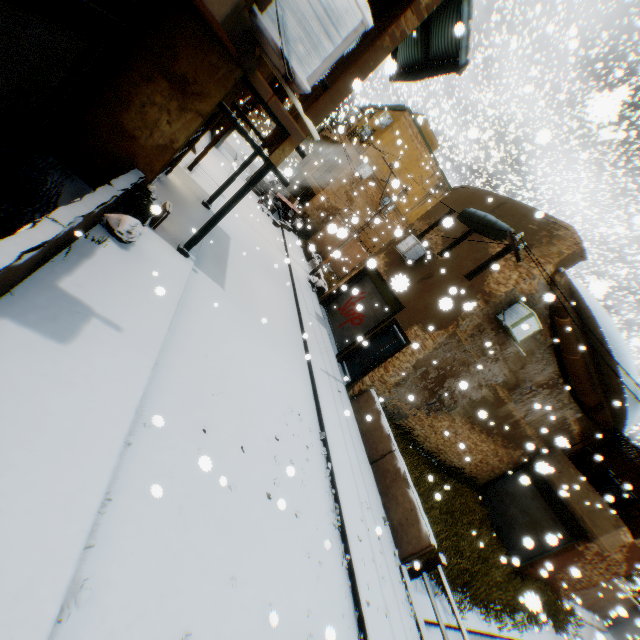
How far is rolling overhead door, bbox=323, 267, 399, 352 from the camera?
13.2m

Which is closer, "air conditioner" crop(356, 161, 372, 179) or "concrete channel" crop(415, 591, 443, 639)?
"concrete channel" crop(415, 591, 443, 639)

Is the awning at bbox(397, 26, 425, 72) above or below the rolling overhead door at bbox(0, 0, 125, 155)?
above

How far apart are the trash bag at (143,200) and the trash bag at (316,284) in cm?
312

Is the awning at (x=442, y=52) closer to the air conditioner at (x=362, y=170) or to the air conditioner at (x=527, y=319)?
the air conditioner at (x=527, y=319)

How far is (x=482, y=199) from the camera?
12.94m

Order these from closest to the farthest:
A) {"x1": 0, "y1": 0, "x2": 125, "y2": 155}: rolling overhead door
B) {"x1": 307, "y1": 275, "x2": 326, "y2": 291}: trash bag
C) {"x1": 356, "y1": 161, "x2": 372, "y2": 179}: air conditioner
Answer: {"x1": 0, "y1": 0, "x2": 125, "y2": 155}: rolling overhead door, {"x1": 307, "y1": 275, "x2": 326, "y2": 291}: trash bag, {"x1": 356, "y1": 161, "x2": 372, "y2": 179}: air conditioner

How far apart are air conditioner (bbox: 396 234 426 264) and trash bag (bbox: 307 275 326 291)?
2.2 meters
